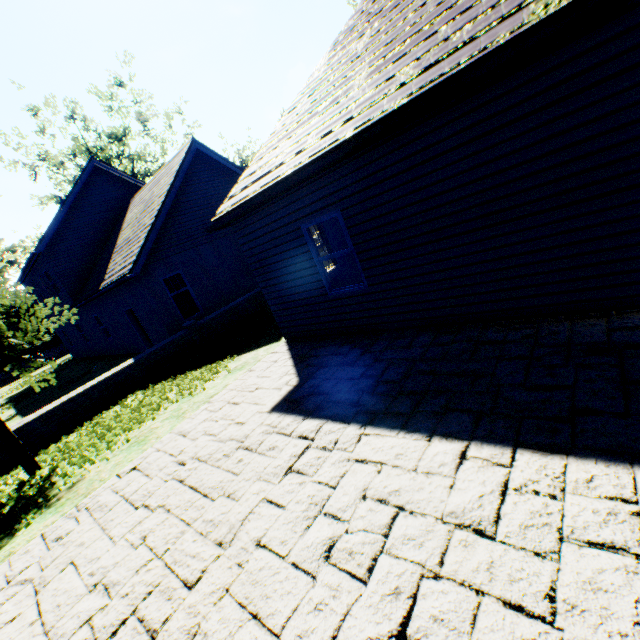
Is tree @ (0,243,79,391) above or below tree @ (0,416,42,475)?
above

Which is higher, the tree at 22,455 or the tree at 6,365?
the tree at 6,365

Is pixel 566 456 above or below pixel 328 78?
below
